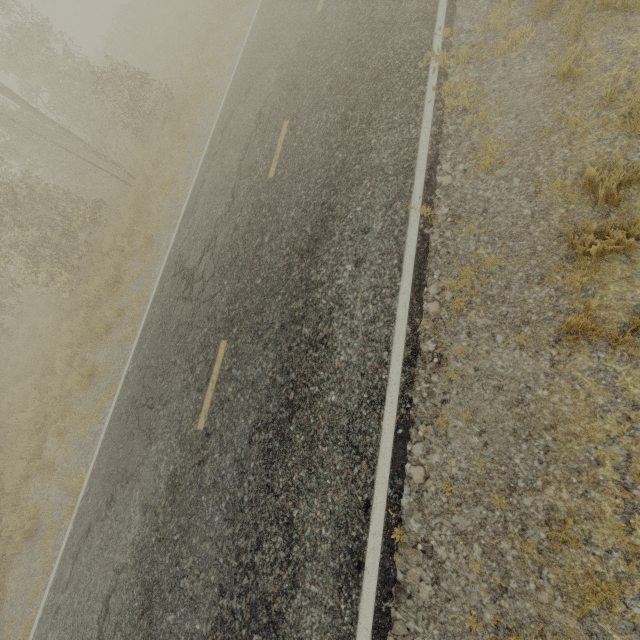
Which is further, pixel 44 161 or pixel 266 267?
pixel 44 161
